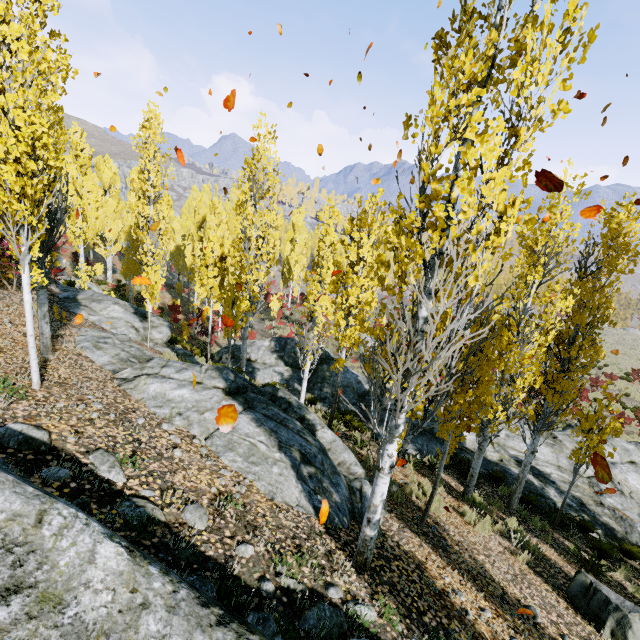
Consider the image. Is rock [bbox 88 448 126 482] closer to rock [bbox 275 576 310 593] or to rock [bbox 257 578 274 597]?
rock [bbox 257 578 274 597]

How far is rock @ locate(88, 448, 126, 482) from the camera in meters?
4.1

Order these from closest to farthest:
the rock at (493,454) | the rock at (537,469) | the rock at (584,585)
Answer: the rock at (584,585) < the rock at (537,469) < the rock at (493,454)

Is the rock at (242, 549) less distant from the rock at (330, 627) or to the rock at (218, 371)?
the rock at (330, 627)

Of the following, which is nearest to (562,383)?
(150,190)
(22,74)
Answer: (22,74)

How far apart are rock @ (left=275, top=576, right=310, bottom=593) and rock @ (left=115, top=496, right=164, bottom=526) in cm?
149

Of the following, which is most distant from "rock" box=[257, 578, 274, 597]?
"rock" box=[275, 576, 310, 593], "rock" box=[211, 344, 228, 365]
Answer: "rock" box=[211, 344, 228, 365]

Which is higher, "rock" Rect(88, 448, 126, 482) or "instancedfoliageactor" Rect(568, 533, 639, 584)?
"rock" Rect(88, 448, 126, 482)
